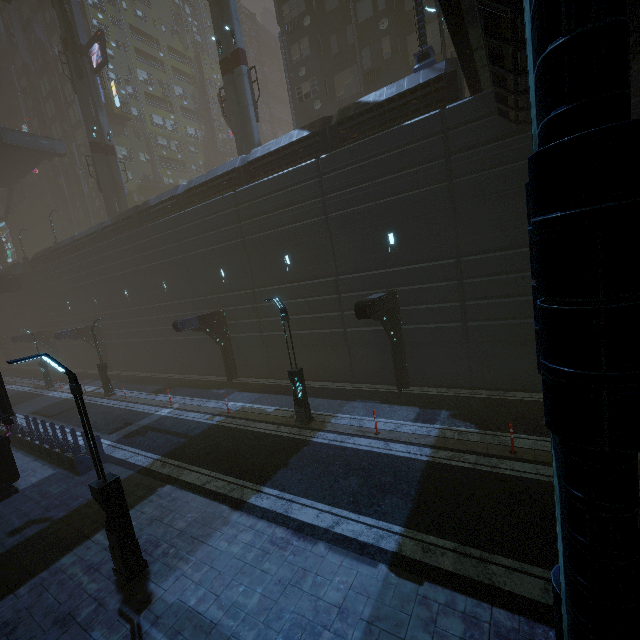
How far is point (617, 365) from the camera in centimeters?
128cm

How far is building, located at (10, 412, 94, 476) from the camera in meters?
12.8 m

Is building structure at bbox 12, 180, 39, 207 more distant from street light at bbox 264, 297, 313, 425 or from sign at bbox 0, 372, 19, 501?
street light at bbox 264, 297, 313, 425

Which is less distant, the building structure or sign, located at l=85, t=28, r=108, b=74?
sign, located at l=85, t=28, r=108, b=74

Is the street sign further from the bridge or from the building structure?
the building structure

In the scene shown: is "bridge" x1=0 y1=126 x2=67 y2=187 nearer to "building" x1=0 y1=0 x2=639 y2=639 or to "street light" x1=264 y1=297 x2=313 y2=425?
"building" x1=0 y1=0 x2=639 y2=639

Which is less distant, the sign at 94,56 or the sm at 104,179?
the sign at 94,56

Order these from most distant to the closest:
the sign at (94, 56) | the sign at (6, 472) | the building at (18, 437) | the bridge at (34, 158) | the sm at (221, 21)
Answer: the bridge at (34, 158) < the sign at (94, 56) < the sm at (221, 21) < the building at (18, 437) < the sign at (6, 472)
